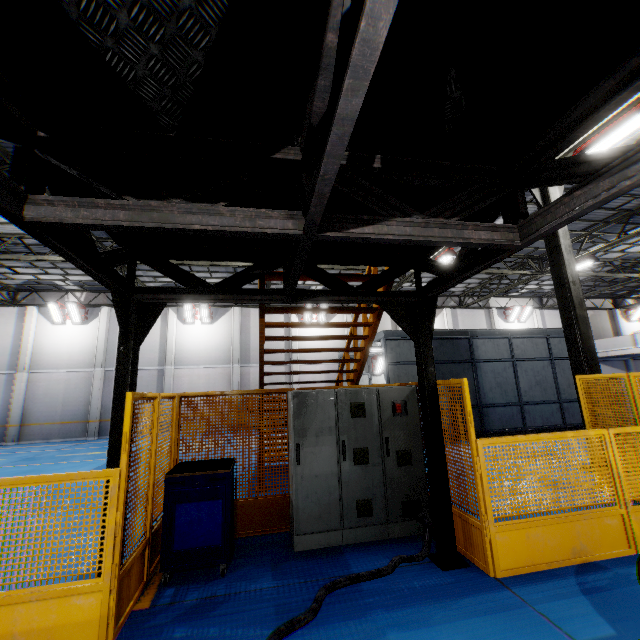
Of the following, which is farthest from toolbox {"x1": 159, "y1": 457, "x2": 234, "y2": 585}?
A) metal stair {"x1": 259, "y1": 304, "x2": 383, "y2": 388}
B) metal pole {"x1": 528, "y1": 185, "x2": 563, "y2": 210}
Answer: metal pole {"x1": 528, "y1": 185, "x2": 563, "y2": 210}

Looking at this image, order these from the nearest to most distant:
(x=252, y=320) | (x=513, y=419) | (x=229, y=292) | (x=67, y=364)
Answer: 1. (x=229, y=292)
2. (x=513, y=419)
3. (x=67, y=364)
4. (x=252, y=320)

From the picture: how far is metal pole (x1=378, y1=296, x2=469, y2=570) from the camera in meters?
4.0

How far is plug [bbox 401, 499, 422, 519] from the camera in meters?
4.6

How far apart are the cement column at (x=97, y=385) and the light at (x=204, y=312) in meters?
5.3

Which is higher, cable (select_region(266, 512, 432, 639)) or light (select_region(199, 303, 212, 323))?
light (select_region(199, 303, 212, 323))

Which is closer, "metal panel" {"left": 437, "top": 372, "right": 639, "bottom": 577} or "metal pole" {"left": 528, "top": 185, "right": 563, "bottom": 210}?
"metal panel" {"left": 437, "top": 372, "right": 639, "bottom": 577}

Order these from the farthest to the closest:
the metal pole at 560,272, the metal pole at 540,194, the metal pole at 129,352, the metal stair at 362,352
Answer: the metal pole at 540,194
the metal pole at 560,272
the metal stair at 362,352
the metal pole at 129,352
